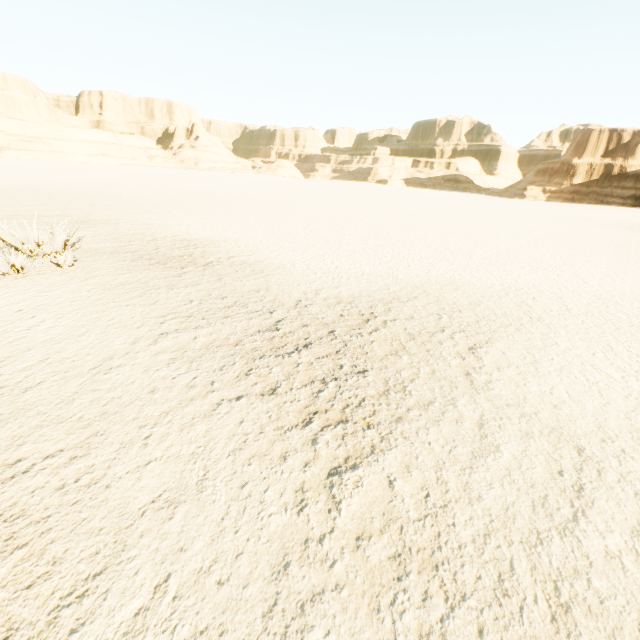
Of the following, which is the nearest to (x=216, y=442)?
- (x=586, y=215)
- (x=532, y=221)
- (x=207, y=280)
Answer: (x=207, y=280)
